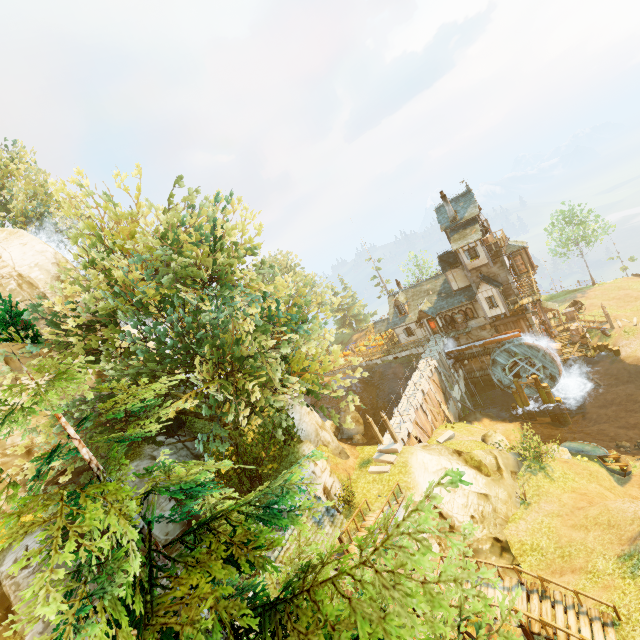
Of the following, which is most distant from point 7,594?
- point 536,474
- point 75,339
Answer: point 536,474

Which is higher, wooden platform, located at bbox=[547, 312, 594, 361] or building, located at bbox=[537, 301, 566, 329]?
building, located at bbox=[537, 301, 566, 329]

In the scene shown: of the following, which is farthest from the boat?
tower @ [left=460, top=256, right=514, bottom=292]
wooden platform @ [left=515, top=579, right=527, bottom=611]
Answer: wooden platform @ [left=515, top=579, right=527, bottom=611]

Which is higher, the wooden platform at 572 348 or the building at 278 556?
the building at 278 556

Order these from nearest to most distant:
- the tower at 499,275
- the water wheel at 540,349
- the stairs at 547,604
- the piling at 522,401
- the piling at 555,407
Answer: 1. the stairs at 547,604
2. the piling at 555,407
3. the water wheel at 540,349
4. the piling at 522,401
5. the tower at 499,275

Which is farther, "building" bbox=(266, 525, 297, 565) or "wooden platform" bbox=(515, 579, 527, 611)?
"building" bbox=(266, 525, 297, 565)

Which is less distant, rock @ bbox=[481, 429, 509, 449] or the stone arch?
rock @ bbox=[481, 429, 509, 449]

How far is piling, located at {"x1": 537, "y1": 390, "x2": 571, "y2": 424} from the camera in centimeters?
3144cm
